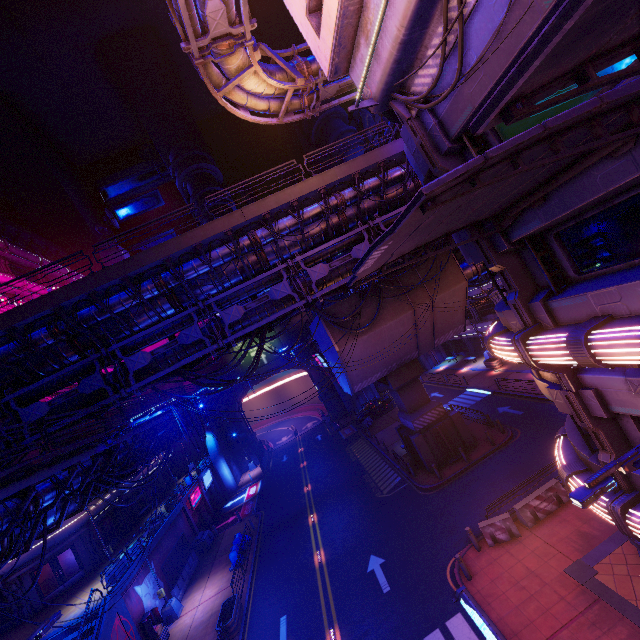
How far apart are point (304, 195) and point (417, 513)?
19.55m

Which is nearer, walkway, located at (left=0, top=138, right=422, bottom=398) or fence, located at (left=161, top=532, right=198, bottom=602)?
walkway, located at (left=0, top=138, right=422, bottom=398)

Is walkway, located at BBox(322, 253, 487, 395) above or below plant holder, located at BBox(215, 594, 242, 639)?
above

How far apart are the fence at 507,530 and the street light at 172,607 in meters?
20.4 m

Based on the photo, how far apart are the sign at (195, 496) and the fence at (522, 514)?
29.3m

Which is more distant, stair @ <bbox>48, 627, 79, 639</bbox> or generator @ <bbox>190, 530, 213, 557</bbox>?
generator @ <bbox>190, 530, 213, 557</bbox>

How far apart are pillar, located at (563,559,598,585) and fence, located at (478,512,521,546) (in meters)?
2.28

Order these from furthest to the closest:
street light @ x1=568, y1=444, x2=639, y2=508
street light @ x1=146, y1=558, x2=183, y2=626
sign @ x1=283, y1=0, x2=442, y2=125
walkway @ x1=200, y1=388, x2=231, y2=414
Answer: walkway @ x1=200, y1=388, x2=231, y2=414
street light @ x1=146, y1=558, x2=183, y2=626
sign @ x1=283, y1=0, x2=442, y2=125
street light @ x1=568, y1=444, x2=639, y2=508
